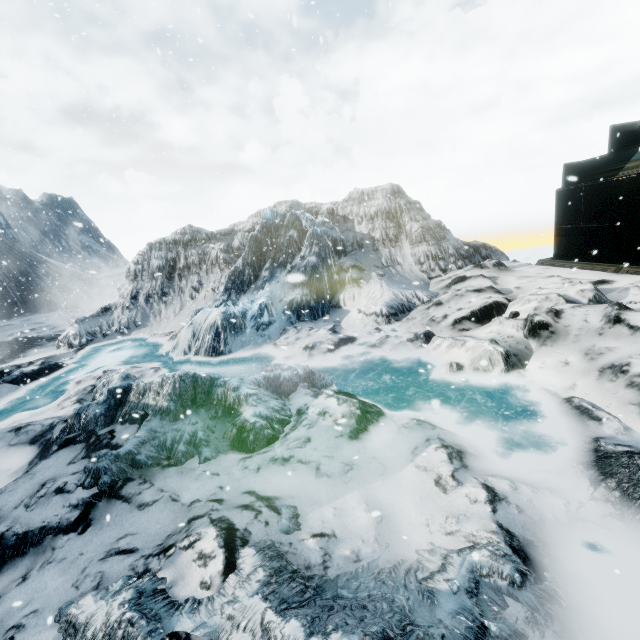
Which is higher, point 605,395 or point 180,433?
point 180,433
